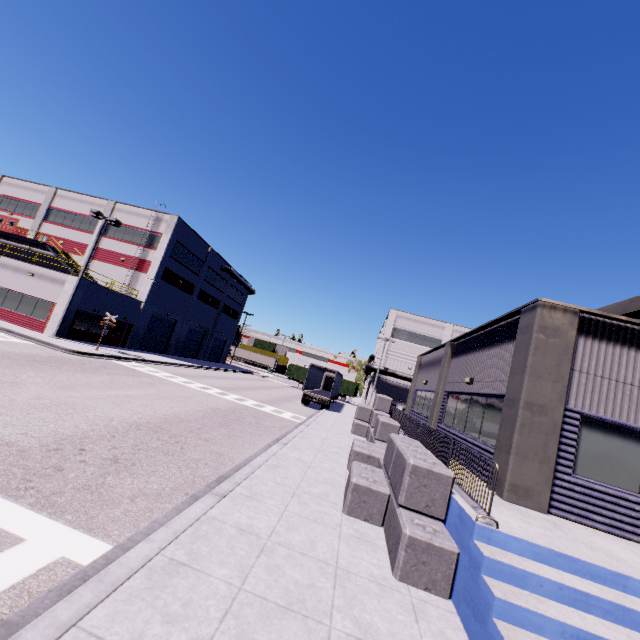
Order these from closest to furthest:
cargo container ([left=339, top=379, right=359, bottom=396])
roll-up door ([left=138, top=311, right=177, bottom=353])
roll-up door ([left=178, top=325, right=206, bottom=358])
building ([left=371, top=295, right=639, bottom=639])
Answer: building ([left=371, top=295, right=639, bottom=639]), roll-up door ([left=138, top=311, right=177, bottom=353]), roll-up door ([left=178, top=325, right=206, bottom=358]), cargo container ([left=339, top=379, right=359, bottom=396])

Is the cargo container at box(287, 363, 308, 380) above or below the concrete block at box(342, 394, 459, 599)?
above

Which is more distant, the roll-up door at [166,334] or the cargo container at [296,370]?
the cargo container at [296,370]

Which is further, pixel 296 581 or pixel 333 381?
pixel 333 381

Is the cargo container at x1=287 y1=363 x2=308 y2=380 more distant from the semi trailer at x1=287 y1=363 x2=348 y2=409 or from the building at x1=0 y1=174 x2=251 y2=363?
the building at x1=0 y1=174 x2=251 y2=363

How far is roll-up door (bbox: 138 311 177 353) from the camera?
35.5m

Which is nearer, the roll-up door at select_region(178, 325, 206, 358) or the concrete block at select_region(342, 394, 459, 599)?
the concrete block at select_region(342, 394, 459, 599)

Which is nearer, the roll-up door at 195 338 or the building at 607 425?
the building at 607 425
